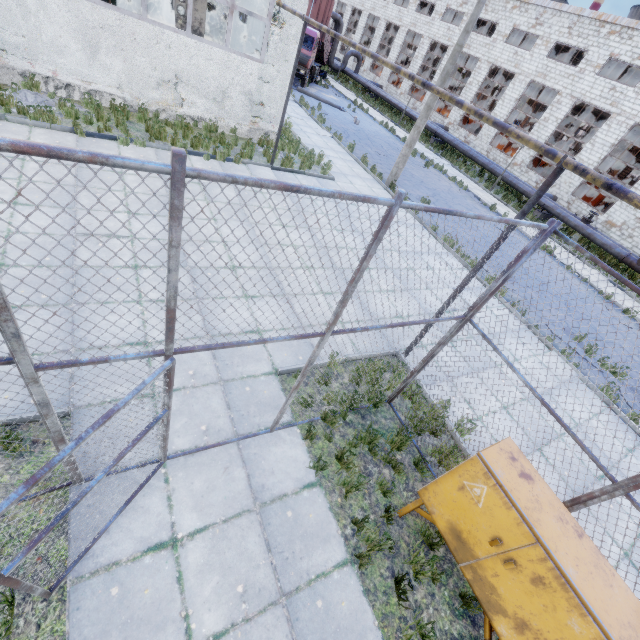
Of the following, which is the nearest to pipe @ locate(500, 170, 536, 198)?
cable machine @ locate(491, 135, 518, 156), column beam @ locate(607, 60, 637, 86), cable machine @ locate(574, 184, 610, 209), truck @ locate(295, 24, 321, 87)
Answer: cable machine @ locate(491, 135, 518, 156)

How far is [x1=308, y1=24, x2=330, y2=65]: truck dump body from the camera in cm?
2616

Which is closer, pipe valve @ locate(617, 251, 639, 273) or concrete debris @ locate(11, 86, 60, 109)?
concrete debris @ locate(11, 86, 60, 109)

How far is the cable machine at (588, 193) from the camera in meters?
33.8

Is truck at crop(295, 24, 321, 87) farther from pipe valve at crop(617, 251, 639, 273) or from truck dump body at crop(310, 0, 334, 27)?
pipe valve at crop(617, 251, 639, 273)

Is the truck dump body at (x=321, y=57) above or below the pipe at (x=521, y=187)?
above

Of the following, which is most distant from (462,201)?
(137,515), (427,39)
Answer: (427,39)

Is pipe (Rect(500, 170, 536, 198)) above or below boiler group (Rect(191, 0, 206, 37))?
below
